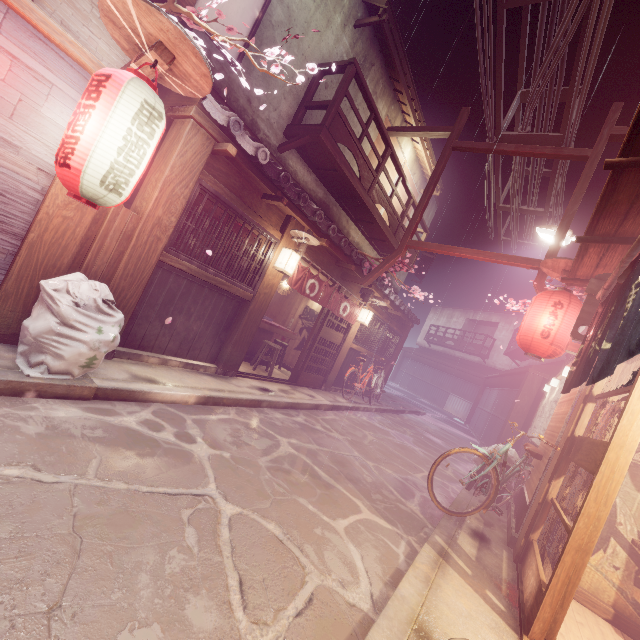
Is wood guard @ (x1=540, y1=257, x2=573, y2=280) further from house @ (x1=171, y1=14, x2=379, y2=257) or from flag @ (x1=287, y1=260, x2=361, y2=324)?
house @ (x1=171, y1=14, x2=379, y2=257)

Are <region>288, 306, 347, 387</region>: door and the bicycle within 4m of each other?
no

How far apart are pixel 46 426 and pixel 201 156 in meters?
6.4

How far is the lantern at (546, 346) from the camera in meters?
8.9

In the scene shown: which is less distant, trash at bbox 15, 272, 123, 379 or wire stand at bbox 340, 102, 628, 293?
trash at bbox 15, 272, 123, 379

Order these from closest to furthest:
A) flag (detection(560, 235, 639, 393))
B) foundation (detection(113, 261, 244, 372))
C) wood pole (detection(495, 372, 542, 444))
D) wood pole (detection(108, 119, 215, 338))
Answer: flag (detection(560, 235, 639, 393))
wood pole (detection(108, 119, 215, 338))
foundation (detection(113, 261, 244, 372))
wood pole (detection(495, 372, 542, 444))

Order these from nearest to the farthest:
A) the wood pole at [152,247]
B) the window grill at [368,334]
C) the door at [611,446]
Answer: the door at [611,446], the wood pole at [152,247], the window grill at [368,334]

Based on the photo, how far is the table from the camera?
14.6m
